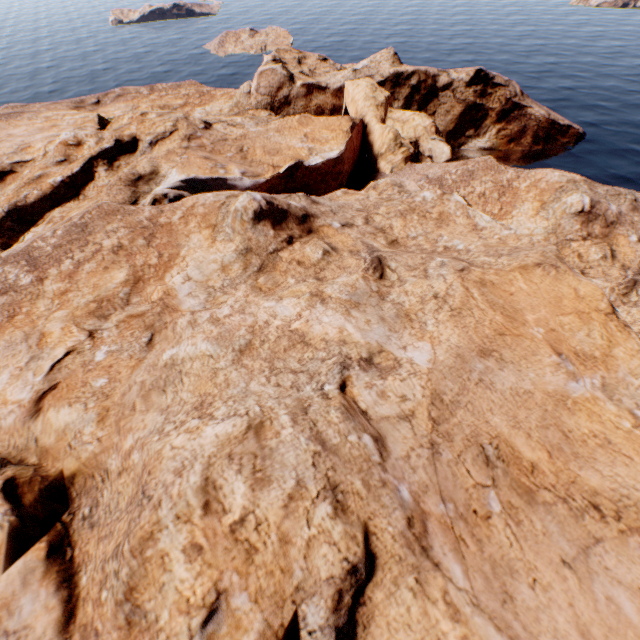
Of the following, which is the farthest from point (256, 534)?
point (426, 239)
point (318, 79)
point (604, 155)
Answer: point (604, 155)
